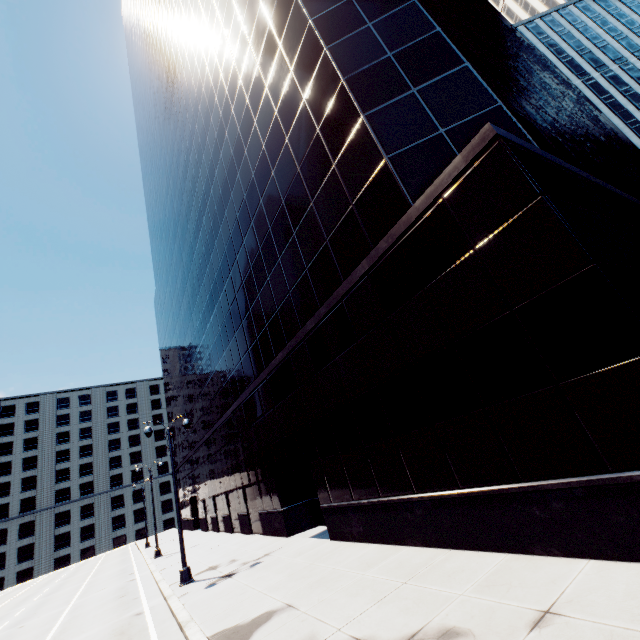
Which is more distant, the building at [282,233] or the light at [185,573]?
the light at [185,573]

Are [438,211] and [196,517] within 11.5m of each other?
no

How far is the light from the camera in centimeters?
1430cm

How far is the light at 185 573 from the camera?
14.3m

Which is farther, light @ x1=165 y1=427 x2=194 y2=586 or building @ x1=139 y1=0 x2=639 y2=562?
light @ x1=165 y1=427 x2=194 y2=586

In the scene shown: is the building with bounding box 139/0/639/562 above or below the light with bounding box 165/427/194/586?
above
